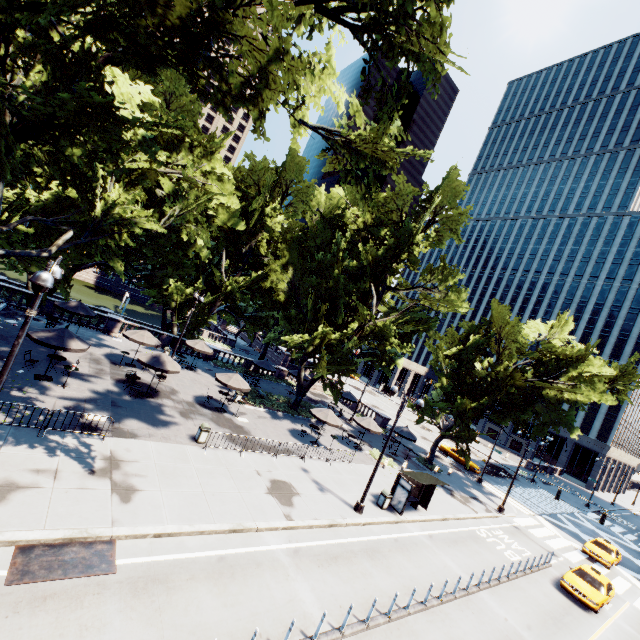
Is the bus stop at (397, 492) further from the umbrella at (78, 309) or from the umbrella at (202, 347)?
the umbrella at (78, 309)

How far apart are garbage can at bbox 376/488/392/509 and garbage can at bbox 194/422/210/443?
10.8 meters

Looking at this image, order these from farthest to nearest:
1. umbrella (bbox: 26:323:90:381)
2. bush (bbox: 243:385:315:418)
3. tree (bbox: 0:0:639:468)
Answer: bush (bbox: 243:385:315:418)
umbrella (bbox: 26:323:90:381)
tree (bbox: 0:0:639:468)

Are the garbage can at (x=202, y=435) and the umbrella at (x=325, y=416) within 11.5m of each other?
yes

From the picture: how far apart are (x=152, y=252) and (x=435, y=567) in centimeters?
3034cm

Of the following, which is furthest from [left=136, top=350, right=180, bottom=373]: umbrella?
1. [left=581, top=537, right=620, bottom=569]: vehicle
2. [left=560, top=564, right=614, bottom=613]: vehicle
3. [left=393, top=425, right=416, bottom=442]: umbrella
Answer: [left=581, top=537, right=620, bottom=569]: vehicle

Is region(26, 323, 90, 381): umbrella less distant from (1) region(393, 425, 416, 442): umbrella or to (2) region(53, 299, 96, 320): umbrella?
(2) region(53, 299, 96, 320): umbrella

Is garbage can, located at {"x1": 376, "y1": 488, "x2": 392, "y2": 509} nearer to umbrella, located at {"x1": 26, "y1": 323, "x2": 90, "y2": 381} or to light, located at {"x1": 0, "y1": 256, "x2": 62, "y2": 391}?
light, located at {"x1": 0, "y1": 256, "x2": 62, "y2": 391}
